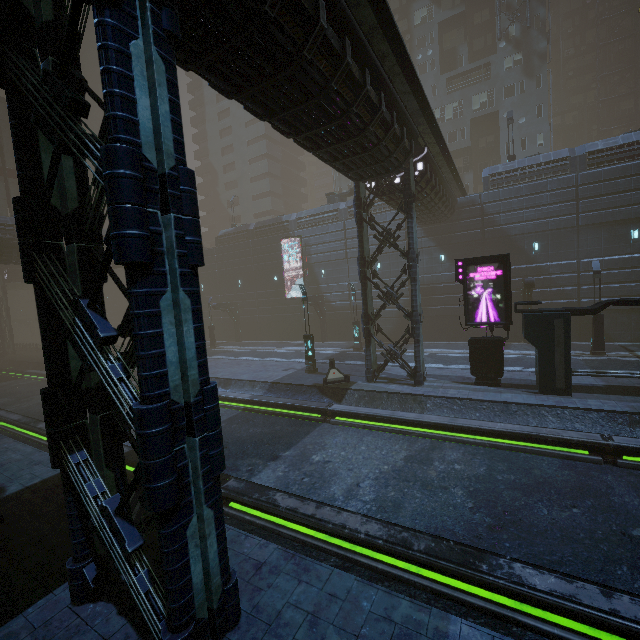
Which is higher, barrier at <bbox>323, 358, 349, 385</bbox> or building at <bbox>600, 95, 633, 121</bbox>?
building at <bbox>600, 95, 633, 121</bbox>

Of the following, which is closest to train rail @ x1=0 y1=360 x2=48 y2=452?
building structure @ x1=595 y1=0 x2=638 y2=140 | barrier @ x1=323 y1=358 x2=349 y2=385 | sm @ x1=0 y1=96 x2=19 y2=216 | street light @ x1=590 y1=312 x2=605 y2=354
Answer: barrier @ x1=323 y1=358 x2=349 y2=385

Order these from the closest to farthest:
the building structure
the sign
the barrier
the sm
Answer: the sign < the barrier < the sm < the building structure

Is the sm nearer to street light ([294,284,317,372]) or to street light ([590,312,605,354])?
street light ([294,284,317,372])

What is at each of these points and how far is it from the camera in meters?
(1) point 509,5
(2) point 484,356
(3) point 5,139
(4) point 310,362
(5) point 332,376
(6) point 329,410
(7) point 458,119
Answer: (1) building, 34.5
(2) sign, 15.0
(3) sm, 36.7
(4) street light, 20.1
(5) barrier, 17.6
(6) train rail, 14.8
(7) building, 38.0

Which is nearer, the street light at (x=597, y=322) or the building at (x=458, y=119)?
Result: the street light at (x=597, y=322)

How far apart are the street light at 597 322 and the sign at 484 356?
8.4 meters

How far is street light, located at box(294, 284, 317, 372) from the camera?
19.92m
